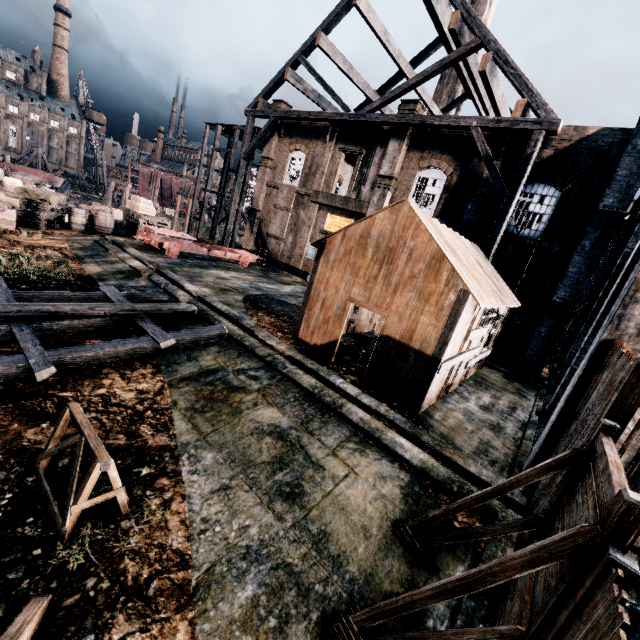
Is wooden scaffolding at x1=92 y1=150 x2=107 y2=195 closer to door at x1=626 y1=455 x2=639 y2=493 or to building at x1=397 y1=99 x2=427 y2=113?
building at x1=397 y1=99 x2=427 y2=113

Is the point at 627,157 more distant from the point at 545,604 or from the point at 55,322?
the point at 55,322

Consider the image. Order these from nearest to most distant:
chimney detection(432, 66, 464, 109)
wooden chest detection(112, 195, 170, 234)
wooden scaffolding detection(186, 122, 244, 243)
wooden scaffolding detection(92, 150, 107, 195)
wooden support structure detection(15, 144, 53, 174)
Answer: wooden chest detection(112, 195, 170, 234), wooden scaffolding detection(186, 122, 244, 243), chimney detection(432, 66, 464, 109), wooden support structure detection(15, 144, 53, 174), wooden scaffolding detection(92, 150, 107, 195)

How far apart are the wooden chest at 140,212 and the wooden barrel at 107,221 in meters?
3.5 m

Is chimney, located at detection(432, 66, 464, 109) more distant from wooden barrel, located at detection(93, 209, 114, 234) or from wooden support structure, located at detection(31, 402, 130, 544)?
Result: wooden support structure, located at detection(31, 402, 130, 544)

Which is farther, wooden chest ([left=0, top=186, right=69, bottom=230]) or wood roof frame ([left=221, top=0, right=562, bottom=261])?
wooden chest ([left=0, top=186, right=69, bottom=230])

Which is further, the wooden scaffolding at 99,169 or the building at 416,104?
the wooden scaffolding at 99,169

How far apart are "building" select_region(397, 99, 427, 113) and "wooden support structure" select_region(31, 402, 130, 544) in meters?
22.6
